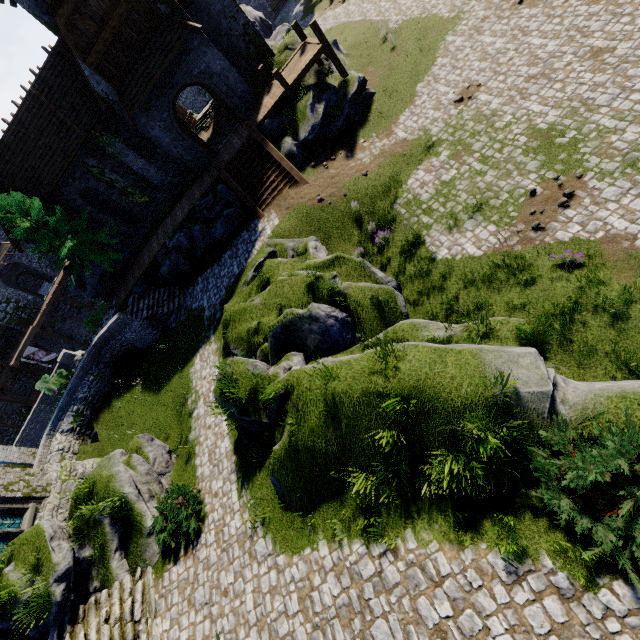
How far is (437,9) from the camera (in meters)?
19.22

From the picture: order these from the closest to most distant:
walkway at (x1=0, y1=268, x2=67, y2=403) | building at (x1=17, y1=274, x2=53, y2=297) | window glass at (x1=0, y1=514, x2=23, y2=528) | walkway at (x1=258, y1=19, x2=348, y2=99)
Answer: window glass at (x1=0, y1=514, x2=23, y2=528) → walkway at (x1=258, y1=19, x2=348, y2=99) → walkway at (x1=0, y1=268, x2=67, y2=403) → building at (x1=17, y1=274, x2=53, y2=297)

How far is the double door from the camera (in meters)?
17.89

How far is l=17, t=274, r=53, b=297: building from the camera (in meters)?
36.77

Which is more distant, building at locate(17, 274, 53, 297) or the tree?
building at locate(17, 274, 53, 297)

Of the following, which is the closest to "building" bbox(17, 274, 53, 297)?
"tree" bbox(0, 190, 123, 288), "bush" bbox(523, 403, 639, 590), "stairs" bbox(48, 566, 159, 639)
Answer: "tree" bbox(0, 190, 123, 288)

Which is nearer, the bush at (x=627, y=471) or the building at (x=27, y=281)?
the bush at (x=627, y=471)

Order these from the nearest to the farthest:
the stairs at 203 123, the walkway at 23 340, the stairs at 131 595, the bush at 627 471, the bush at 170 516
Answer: the bush at 627 471, the stairs at 131 595, the bush at 170 516, the stairs at 203 123, the walkway at 23 340
